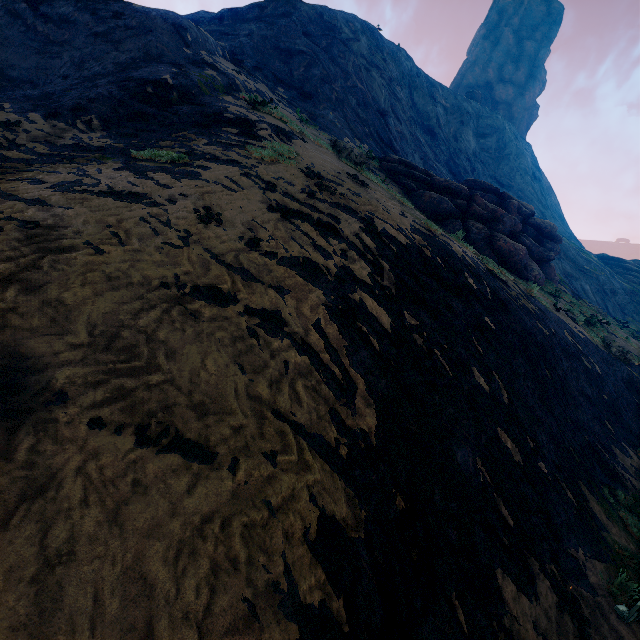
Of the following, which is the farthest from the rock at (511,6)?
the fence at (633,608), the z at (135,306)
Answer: the fence at (633,608)

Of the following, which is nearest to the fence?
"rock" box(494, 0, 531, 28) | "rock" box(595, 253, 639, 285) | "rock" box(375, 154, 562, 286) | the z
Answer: the z

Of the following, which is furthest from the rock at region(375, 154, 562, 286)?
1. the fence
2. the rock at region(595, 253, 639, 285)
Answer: the rock at region(595, 253, 639, 285)

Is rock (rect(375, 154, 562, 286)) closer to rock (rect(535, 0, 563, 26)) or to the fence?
the fence

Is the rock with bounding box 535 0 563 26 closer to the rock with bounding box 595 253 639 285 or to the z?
the z

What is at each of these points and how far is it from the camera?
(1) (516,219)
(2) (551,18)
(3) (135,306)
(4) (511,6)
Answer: (1) rock, 18.4m
(2) rock, 59.7m
(3) z, 3.0m
(4) rock, 59.0m

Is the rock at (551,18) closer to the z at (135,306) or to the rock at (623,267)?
the z at (135,306)

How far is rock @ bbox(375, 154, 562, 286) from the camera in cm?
1628
